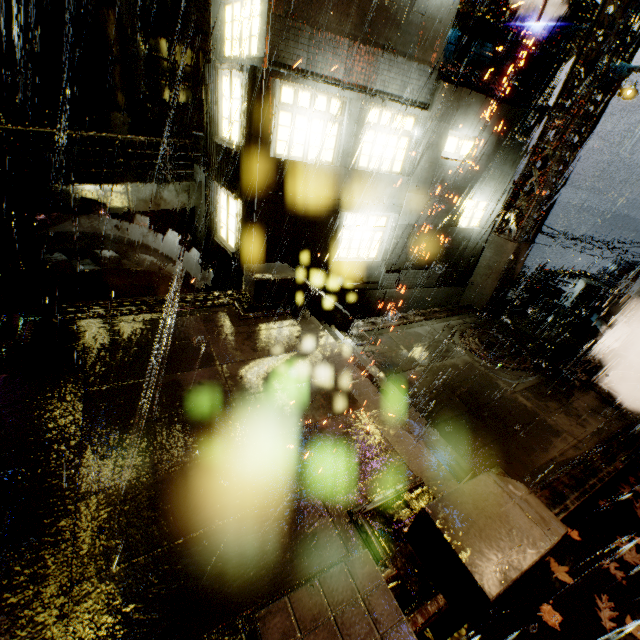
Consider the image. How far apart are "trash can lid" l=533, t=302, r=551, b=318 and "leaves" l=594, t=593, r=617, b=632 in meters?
→ 10.9

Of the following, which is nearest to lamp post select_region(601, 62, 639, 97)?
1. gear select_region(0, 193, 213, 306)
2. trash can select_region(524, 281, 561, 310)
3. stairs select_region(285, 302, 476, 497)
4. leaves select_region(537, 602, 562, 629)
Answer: trash can select_region(524, 281, 561, 310)

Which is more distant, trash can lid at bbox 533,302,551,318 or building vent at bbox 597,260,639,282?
building vent at bbox 597,260,639,282

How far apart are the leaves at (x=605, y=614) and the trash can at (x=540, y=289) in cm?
1146

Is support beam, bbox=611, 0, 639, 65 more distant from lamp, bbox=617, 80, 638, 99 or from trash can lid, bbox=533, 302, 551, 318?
trash can lid, bbox=533, 302, 551, 318

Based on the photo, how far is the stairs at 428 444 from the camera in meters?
4.8 m

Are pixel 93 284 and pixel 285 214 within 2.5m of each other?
no

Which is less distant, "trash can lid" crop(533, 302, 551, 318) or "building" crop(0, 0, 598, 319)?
"building" crop(0, 0, 598, 319)
